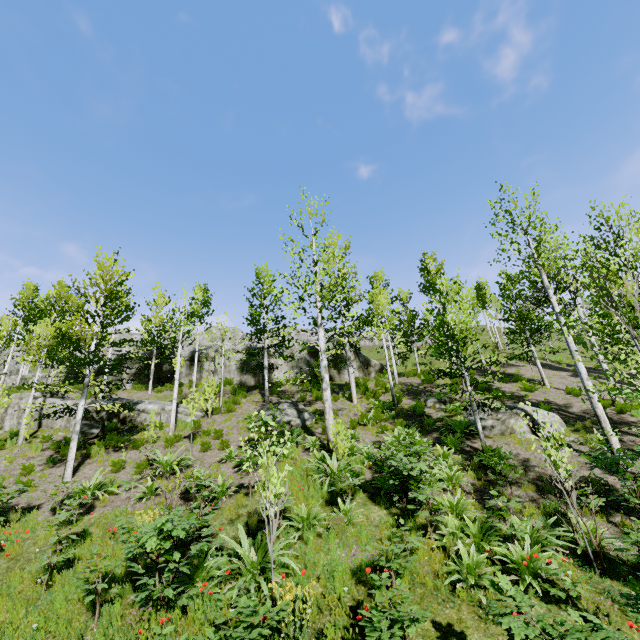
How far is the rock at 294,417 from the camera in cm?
1513

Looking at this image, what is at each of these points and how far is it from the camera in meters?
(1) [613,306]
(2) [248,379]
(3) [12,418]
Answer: (1) instancedfoliageactor, 6.8 m
(2) rock, 24.3 m
(3) rock, 17.3 m

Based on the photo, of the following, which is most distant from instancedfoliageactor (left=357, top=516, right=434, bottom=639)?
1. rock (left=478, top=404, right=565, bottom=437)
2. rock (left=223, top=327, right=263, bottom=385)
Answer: rock (left=223, top=327, right=263, bottom=385)

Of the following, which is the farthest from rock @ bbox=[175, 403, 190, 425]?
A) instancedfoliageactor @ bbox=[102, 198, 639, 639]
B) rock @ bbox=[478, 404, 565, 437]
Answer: rock @ bbox=[478, 404, 565, 437]

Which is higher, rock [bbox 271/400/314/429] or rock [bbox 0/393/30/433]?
rock [bbox 0/393/30/433]

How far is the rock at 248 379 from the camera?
24.4 meters

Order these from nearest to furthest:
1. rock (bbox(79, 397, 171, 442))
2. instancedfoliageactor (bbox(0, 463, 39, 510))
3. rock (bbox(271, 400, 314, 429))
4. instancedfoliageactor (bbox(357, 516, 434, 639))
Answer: instancedfoliageactor (bbox(357, 516, 434, 639))
instancedfoliageactor (bbox(0, 463, 39, 510))
rock (bbox(271, 400, 314, 429))
rock (bbox(79, 397, 171, 442))

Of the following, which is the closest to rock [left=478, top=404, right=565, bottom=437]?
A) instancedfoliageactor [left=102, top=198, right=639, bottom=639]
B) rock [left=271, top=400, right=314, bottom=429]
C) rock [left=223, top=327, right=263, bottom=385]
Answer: instancedfoliageactor [left=102, top=198, right=639, bottom=639]
